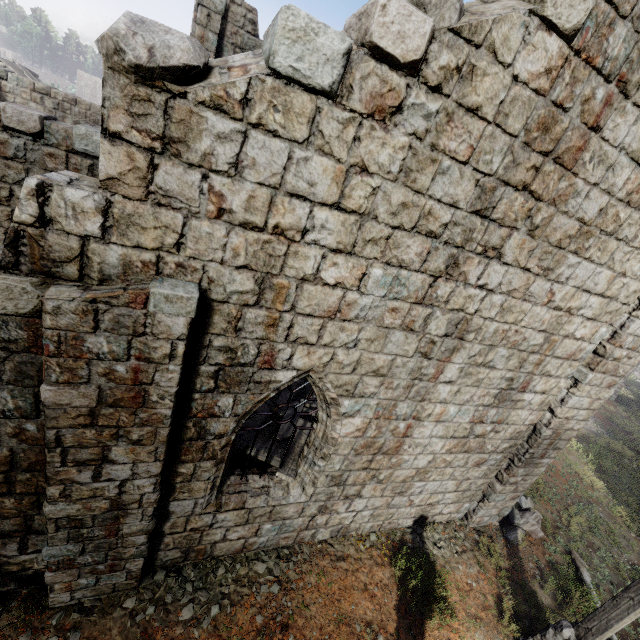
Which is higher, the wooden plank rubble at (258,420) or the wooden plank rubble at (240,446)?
the wooden plank rubble at (240,446)

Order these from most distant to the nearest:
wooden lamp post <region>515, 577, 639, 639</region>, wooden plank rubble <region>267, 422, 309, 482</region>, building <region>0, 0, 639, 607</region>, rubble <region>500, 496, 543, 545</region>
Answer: rubble <region>500, 496, 543, 545</region>, wooden plank rubble <region>267, 422, 309, 482</region>, wooden lamp post <region>515, 577, 639, 639</region>, building <region>0, 0, 639, 607</region>

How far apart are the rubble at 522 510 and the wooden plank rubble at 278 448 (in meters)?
6.14

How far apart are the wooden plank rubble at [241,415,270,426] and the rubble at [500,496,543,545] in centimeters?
614cm

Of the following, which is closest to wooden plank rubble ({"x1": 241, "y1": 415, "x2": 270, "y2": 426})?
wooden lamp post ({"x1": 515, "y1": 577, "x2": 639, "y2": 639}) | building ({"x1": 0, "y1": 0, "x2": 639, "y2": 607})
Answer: building ({"x1": 0, "y1": 0, "x2": 639, "y2": 607})

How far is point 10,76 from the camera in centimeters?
1544cm
